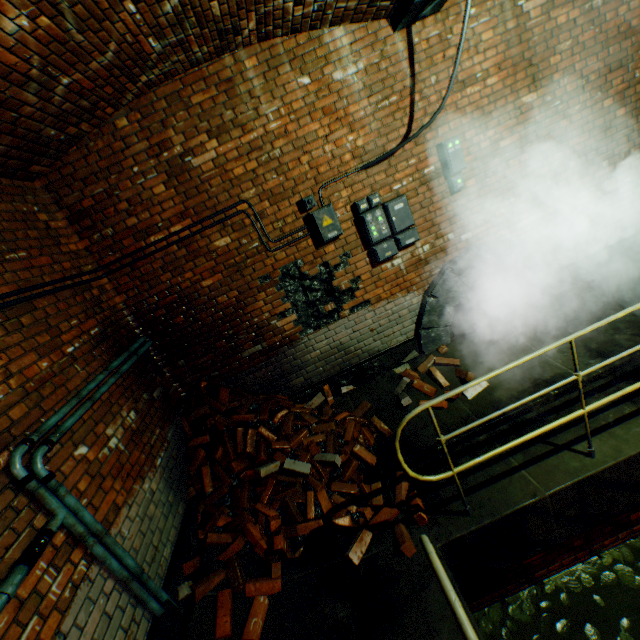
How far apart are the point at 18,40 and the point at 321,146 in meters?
2.7 m

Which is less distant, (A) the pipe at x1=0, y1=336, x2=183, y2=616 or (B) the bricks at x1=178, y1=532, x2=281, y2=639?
(A) the pipe at x1=0, y1=336, x2=183, y2=616

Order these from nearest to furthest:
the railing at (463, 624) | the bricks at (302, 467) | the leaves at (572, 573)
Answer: the railing at (463, 624), the leaves at (572, 573), the bricks at (302, 467)

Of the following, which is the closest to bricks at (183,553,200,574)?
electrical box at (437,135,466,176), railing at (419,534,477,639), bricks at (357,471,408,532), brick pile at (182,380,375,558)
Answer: brick pile at (182,380,375,558)

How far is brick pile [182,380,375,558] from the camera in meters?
3.4 m

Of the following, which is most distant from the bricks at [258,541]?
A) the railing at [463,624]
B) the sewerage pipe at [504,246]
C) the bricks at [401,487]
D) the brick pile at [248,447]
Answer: the sewerage pipe at [504,246]

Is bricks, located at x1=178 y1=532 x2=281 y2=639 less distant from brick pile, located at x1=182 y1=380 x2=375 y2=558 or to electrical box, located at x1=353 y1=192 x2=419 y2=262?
brick pile, located at x1=182 y1=380 x2=375 y2=558

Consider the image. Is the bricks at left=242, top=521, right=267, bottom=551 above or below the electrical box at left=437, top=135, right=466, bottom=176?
below
